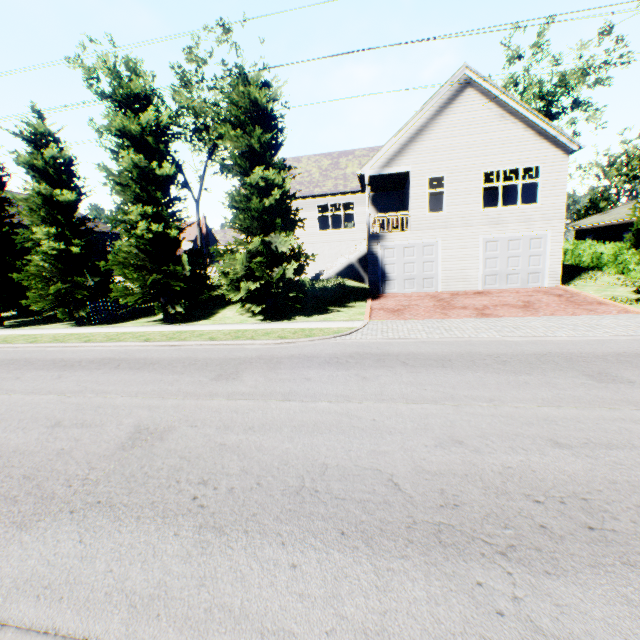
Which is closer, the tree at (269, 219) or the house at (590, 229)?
the tree at (269, 219)

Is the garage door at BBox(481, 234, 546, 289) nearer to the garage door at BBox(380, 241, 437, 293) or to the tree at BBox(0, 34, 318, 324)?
the garage door at BBox(380, 241, 437, 293)

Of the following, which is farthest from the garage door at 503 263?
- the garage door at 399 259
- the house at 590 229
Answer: the house at 590 229

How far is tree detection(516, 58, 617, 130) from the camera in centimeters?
2518cm

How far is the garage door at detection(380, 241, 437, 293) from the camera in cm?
1830

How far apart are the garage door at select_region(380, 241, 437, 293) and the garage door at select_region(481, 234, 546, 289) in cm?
216

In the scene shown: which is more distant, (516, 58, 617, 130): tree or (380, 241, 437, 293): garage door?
(516, 58, 617, 130): tree

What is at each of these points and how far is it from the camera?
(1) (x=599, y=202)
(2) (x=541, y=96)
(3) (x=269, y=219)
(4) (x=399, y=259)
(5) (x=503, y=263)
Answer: (1) tree, 39.0m
(2) tree, 29.8m
(3) tree, 14.0m
(4) garage door, 18.6m
(5) garage door, 17.6m
